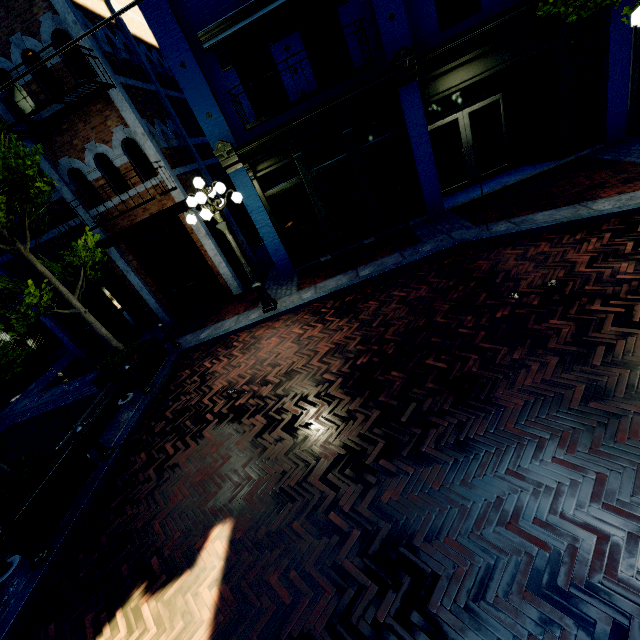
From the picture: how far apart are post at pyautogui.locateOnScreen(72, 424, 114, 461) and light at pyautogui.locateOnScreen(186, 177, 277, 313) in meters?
4.5 m

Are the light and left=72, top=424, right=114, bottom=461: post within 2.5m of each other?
no

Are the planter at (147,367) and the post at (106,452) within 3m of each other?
yes

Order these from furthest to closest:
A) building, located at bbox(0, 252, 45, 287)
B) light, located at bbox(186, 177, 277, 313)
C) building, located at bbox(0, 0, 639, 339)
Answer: building, located at bbox(0, 252, 45, 287) < building, located at bbox(0, 0, 639, 339) < light, located at bbox(186, 177, 277, 313)

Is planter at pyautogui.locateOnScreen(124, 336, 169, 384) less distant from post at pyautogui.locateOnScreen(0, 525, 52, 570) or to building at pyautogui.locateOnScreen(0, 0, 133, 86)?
building at pyautogui.locateOnScreen(0, 0, 133, 86)

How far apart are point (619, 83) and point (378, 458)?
11.2 meters

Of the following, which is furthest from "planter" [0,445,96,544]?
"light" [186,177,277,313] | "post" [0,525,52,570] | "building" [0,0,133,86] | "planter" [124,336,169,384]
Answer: "building" [0,0,133,86]

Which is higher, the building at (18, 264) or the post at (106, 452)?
the building at (18, 264)
